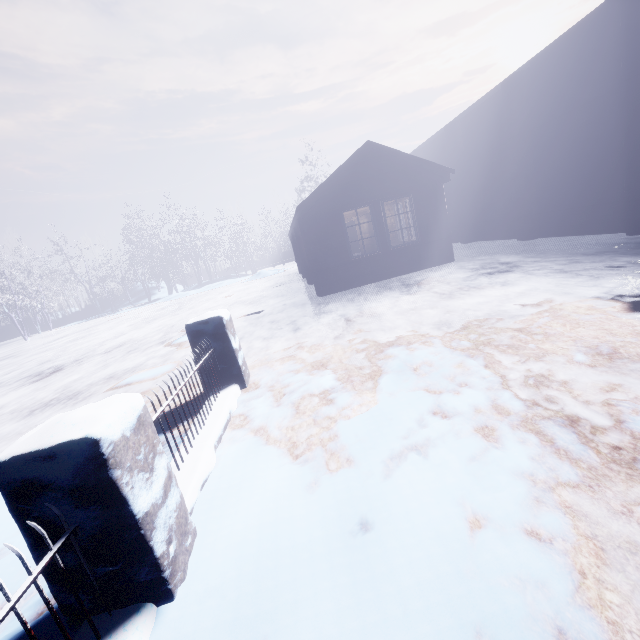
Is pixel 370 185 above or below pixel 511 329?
above
